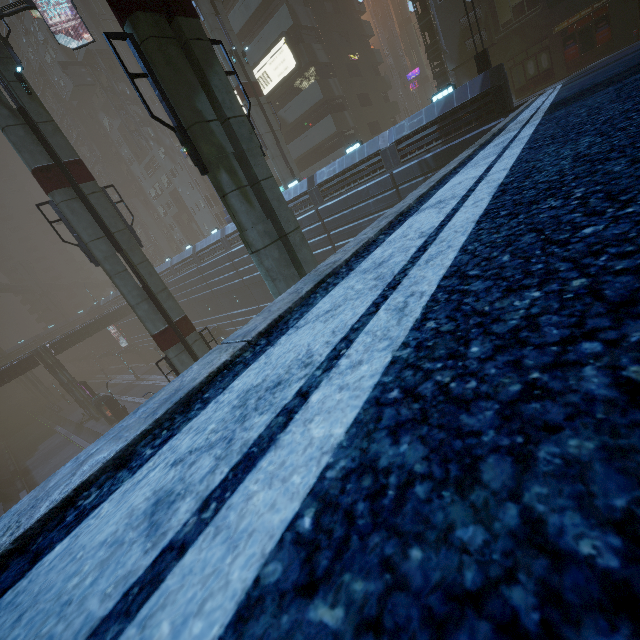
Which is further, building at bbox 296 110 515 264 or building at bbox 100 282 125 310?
building at bbox 100 282 125 310

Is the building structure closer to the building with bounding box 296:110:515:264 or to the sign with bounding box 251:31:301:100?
the building with bounding box 296:110:515:264

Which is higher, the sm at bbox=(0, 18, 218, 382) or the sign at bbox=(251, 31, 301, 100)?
the sign at bbox=(251, 31, 301, 100)

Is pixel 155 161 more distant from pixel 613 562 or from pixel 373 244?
pixel 613 562

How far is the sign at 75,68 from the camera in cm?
4184

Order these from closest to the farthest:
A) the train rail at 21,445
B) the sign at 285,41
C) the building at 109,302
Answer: the sign at 285,41
the train rail at 21,445
the building at 109,302

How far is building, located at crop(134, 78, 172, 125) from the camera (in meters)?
44.84
